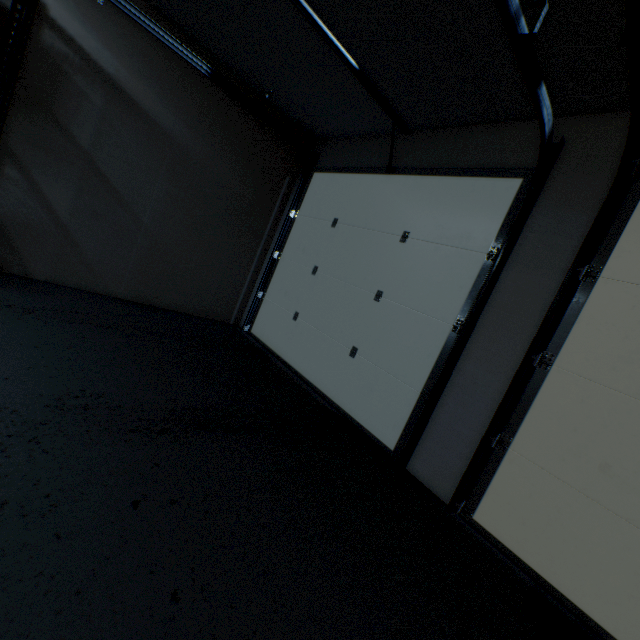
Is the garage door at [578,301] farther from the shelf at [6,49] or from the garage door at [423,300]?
the shelf at [6,49]

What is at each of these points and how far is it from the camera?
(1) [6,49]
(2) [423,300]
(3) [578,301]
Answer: (1) shelf, 1.9m
(2) garage door, 2.4m
(3) garage door, 1.7m

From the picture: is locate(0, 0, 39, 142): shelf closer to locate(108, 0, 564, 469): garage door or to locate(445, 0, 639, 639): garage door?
locate(108, 0, 564, 469): garage door

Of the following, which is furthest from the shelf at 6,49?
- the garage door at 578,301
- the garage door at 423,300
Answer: the garage door at 578,301

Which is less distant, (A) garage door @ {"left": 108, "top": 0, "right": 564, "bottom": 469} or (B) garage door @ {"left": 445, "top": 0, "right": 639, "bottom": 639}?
(B) garage door @ {"left": 445, "top": 0, "right": 639, "bottom": 639}

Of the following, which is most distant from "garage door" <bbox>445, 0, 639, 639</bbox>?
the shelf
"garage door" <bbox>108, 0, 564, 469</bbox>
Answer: the shelf
